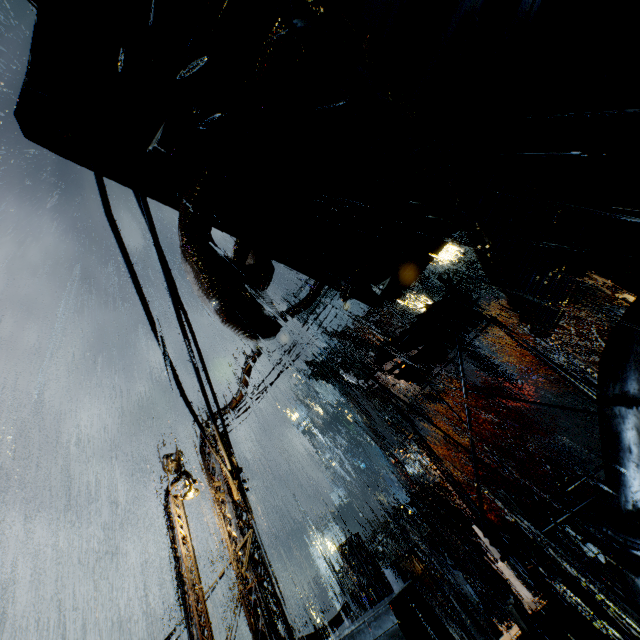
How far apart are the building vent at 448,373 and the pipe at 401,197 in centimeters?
4615cm

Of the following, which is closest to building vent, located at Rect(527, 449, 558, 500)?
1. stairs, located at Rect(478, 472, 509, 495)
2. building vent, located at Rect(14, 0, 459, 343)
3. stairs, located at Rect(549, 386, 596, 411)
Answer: stairs, located at Rect(549, 386, 596, 411)

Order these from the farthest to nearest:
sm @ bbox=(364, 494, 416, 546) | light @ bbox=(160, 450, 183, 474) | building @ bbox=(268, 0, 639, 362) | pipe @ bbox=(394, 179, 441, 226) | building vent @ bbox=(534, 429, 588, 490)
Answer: building vent @ bbox=(534, 429, 588, 490) → sm @ bbox=(364, 494, 416, 546) → light @ bbox=(160, 450, 183, 474) → pipe @ bbox=(394, 179, 441, 226) → building @ bbox=(268, 0, 639, 362)

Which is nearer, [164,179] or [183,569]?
[164,179]

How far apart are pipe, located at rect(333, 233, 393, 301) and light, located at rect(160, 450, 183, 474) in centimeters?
879cm

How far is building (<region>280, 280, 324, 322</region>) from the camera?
8.7 meters

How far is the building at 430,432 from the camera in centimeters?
4512cm

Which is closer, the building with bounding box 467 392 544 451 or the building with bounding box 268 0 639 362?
the building with bounding box 268 0 639 362
